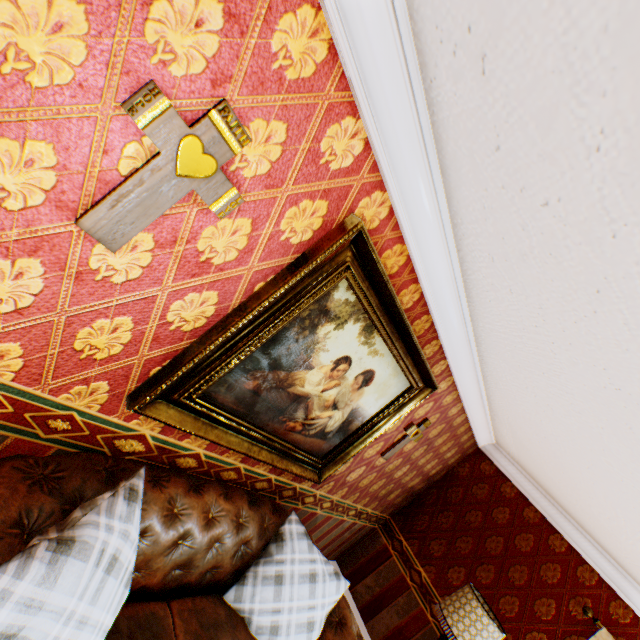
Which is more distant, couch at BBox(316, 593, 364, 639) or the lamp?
the lamp

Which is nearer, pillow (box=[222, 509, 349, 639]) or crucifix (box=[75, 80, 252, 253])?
crucifix (box=[75, 80, 252, 253])

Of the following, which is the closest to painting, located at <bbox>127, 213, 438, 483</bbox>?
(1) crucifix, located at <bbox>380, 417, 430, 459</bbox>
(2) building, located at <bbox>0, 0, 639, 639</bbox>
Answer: (2) building, located at <bbox>0, 0, 639, 639</bbox>

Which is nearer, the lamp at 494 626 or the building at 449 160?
the building at 449 160

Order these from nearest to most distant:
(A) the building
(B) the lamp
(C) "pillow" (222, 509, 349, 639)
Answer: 1. (A) the building
2. (C) "pillow" (222, 509, 349, 639)
3. (B) the lamp

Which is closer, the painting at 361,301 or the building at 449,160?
the building at 449,160

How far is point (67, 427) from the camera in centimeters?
149cm

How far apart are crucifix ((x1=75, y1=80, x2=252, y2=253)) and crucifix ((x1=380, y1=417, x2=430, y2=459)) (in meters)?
2.78
